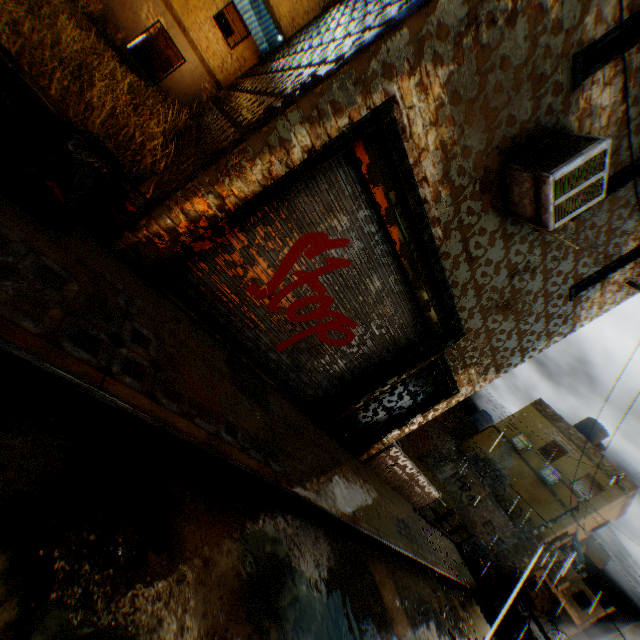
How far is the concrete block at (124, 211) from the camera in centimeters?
319cm

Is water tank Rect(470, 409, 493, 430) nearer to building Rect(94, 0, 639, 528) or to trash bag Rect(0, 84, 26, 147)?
building Rect(94, 0, 639, 528)

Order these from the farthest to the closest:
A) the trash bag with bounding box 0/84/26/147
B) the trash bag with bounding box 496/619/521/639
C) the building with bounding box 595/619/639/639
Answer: the building with bounding box 595/619/639/639 < the trash bag with bounding box 496/619/521/639 < the trash bag with bounding box 0/84/26/147

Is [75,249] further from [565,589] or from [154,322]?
[565,589]

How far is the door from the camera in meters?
6.8

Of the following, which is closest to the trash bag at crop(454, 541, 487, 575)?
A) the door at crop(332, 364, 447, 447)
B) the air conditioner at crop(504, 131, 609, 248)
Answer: the air conditioner at crop(504, 131, 609, 248)

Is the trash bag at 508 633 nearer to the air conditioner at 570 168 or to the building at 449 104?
the building at 449 104

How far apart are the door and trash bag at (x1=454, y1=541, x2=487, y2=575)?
7.35m
